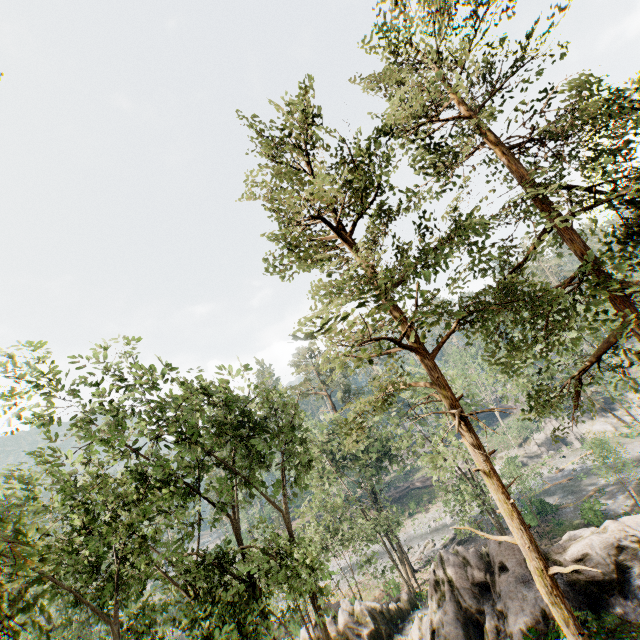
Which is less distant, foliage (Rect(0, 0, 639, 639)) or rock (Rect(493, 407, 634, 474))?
foliage (Rect(0, 0, 639, 639))

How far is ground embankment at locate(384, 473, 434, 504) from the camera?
55.8m

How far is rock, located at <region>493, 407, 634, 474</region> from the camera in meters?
48.1

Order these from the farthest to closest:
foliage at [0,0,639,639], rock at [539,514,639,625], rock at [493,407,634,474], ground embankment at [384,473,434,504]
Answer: ground embankment at [384,473,434,504] < rock at [493,407,634,474] < rock at [539,514,639,625] < foliage at [0,0,639,639]

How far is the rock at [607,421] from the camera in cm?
4806

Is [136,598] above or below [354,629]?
above

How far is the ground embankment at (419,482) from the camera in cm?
5575

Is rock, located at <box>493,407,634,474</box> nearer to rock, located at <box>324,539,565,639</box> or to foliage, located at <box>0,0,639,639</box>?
foliage, located at <box>0,0,639,639</box>
